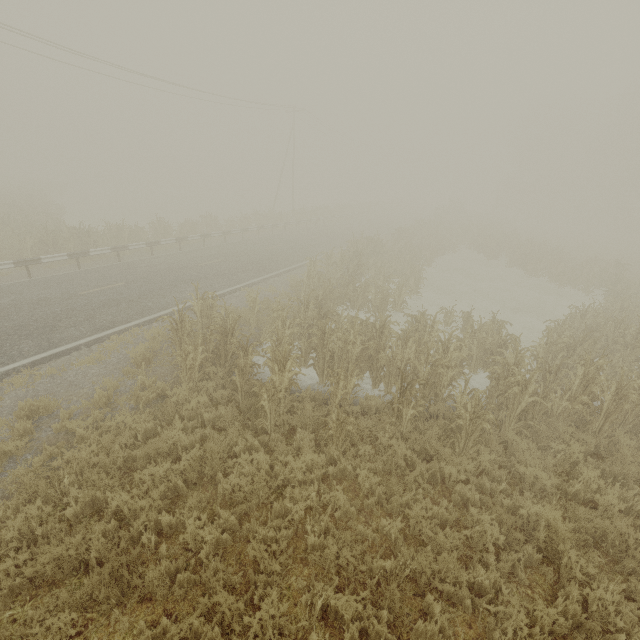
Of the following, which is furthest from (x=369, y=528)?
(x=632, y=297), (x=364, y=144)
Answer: (x=364, y=144)
